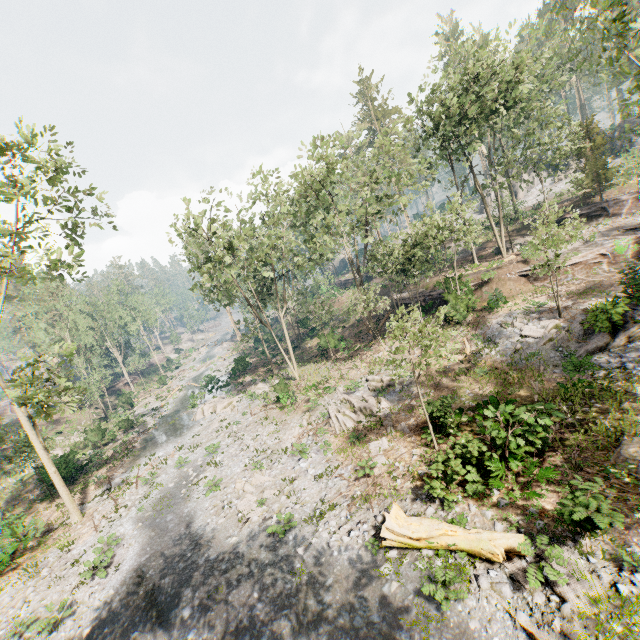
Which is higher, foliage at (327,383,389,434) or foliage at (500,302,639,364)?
foliage at (500,302,639,364)

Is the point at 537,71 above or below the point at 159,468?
above

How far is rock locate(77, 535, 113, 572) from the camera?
15.20m

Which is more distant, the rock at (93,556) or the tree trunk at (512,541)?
the rock at (93,556)

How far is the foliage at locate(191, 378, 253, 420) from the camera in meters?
31.1 m

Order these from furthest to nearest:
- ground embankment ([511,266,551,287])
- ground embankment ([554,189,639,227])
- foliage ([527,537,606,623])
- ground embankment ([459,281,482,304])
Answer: ground embankment ([554,189,639,227]) → ground embankment ([459,281,482,304]) → ground embankment ([511,266,551,287]) → foliage ([527,537,606,623])

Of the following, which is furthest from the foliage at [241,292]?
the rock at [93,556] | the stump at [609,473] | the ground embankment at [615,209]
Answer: the rock at [93,556]

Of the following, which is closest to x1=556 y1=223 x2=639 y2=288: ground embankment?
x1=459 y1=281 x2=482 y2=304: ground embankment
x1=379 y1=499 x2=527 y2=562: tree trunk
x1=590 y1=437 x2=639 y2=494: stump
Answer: x1=459 y1=281 x2=482 y2=304: ground embankment
